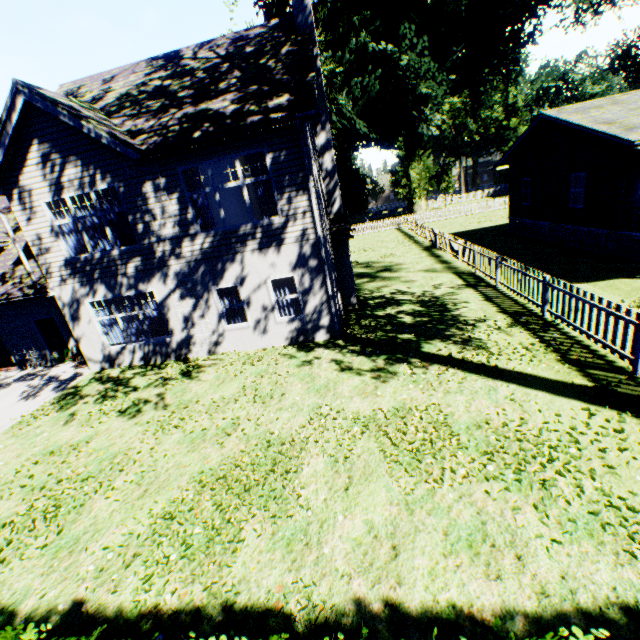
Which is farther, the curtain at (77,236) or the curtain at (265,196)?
the curtain at (77,236)

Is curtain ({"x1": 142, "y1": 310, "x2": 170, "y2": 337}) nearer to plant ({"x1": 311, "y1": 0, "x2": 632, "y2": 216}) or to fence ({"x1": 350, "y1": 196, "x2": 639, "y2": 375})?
fence ({"x1": 350, "y1": 196, "x2": 639, "y2": 375})

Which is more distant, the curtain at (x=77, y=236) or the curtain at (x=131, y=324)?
the curtain at (x=131, y=324)

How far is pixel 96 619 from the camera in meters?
4.2

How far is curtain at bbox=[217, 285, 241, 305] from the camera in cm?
1141

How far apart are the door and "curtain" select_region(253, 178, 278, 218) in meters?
10.4 m

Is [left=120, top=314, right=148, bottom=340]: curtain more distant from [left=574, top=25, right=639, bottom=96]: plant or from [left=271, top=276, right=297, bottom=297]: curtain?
[left=574, top=25, right=639, bottom=96]: plant

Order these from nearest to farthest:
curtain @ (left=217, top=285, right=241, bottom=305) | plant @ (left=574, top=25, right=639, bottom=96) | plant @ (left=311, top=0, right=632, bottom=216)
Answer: curtain @ (left=217, top=285, right=241, bottom=305) → plant @ (left=311, top=0, right=632, bottom=216) → plant @ (left=574, top=25, right=639, bottom=96)
